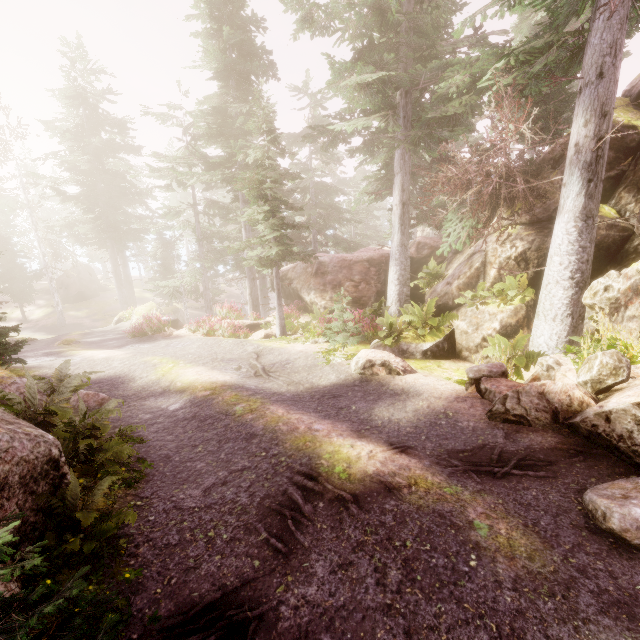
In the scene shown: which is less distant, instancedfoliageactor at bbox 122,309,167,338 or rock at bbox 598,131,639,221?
rock at bbox 598,131,639,221

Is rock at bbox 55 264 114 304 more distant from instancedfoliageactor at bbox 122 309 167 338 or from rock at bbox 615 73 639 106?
rock at bbox 615 73 639 106

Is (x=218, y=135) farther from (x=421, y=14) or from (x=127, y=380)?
(x=127, y=380)

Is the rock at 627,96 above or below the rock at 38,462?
above

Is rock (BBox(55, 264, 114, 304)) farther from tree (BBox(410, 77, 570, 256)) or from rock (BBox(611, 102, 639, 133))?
tree (BBox(410, 77, 570, 256))

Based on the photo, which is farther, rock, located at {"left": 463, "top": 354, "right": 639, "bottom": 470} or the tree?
the tree

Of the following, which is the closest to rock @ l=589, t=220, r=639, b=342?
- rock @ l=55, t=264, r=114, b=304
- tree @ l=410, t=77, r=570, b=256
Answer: tree @ l=410, t=77, r=570, b=256

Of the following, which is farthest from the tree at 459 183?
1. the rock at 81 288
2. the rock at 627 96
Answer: the rock at 81 288
